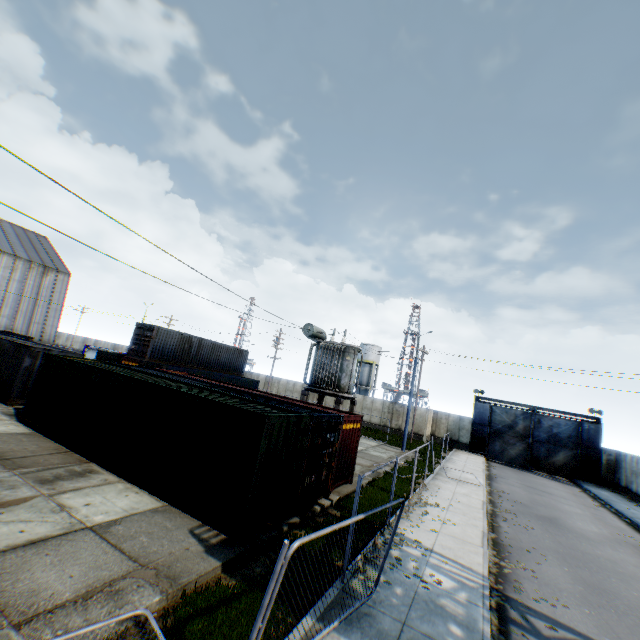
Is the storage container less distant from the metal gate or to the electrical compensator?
the electrical compensator

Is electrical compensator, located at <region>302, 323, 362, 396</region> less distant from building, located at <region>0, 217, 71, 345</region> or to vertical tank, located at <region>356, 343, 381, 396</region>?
building, located at <region>0, 217, 71, 345</region>

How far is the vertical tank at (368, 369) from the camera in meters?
57.1

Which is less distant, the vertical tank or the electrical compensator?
the electrical compensator

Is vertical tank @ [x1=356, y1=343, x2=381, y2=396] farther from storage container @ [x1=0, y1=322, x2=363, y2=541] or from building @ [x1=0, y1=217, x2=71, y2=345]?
building @ [x1=0, y1=217, x2=71, y2=345]

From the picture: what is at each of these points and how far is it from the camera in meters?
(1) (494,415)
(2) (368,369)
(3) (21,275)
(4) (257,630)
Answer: (1) metal gate, 34.9 m
(2) vertical tank, 57.6 m
(3) building, 37.6 m
(4) metal fence, 3.8 m

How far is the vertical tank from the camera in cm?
5706

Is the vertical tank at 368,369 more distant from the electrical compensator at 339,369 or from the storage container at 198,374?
the storage container at 198,374
